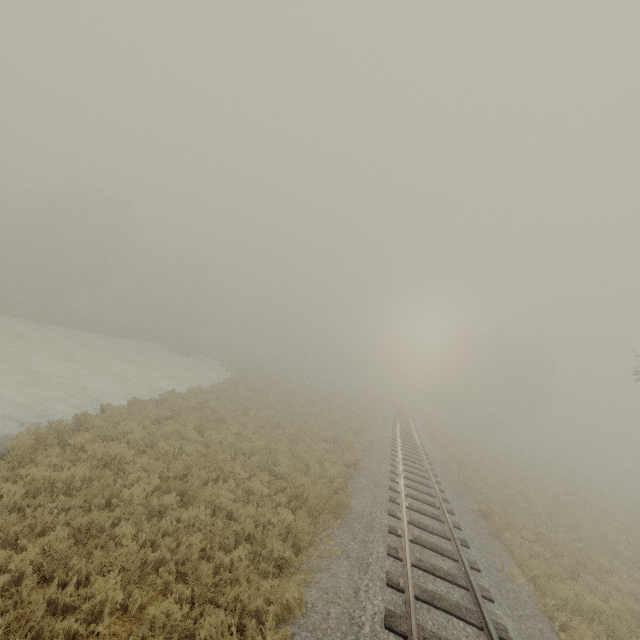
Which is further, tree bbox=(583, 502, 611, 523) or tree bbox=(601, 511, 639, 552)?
tree bbox=(583, 502, 611, 523)

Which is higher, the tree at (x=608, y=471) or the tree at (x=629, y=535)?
the tree at (x=608, y=471)

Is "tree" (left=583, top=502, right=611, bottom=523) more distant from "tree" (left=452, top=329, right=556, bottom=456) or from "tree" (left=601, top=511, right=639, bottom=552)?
"tree" (left=452, top=329, right=556, bottom=456)

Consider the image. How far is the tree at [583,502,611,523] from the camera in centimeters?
1944cm

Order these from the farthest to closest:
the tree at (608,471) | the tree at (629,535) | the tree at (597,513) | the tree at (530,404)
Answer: the tree at (530,404) → the tree at (608,471) → the tree at (597,513) → the tree at (629,535)

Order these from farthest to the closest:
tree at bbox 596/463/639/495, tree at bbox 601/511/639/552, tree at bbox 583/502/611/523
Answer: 1. tree at bbox 596/463/639/495
2. tree at bbox 583/502/611/523
3. tree at bbox 601/511/639/552

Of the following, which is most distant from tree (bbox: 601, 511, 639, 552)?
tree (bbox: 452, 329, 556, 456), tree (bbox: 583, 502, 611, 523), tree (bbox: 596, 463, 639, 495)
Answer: tree (bbox: 452, 329, 556, 456)

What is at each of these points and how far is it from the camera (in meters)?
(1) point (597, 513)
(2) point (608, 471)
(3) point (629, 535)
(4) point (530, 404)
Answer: (1) tree, 19.81
(2) tree, 46.34
(3) tree, 16.84
(4) tree, 49.06
